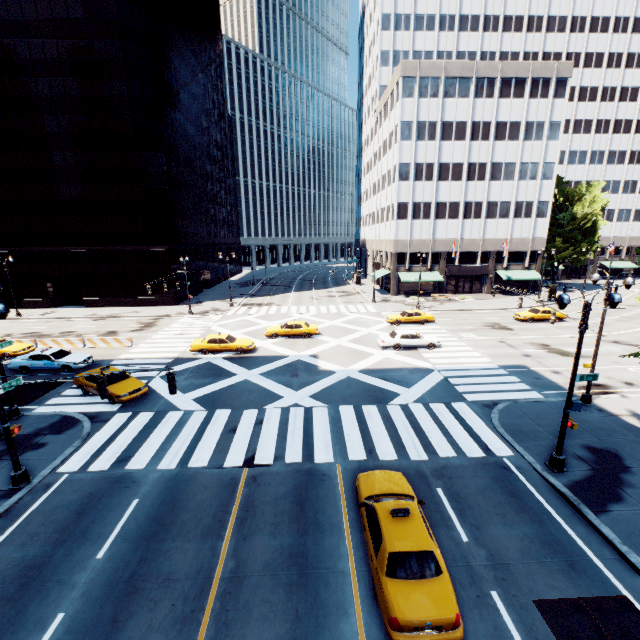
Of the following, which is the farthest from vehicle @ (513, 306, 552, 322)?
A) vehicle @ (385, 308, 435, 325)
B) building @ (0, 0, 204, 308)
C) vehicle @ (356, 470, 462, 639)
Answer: building @ (0, 0, 204, 308)

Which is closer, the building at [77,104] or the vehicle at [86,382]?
the vehicle at [86,382]

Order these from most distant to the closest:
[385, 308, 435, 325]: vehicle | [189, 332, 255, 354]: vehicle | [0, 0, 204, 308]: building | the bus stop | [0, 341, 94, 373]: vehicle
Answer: the bus stop < [0, 0, 204, 308]: building < [385, 308, 435, 325]: vehicle < [189, 332, 255, 354]: vehicle < [0, 341, 94, 373]: vehicle

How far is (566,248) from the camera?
56.50m

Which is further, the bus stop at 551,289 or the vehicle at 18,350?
the bus stop at 551,289

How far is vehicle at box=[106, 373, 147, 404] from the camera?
18.5 meters

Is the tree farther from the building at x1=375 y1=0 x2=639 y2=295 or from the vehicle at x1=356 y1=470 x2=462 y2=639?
the vehicle at x1=356 y1=470 x2=462 y2=639

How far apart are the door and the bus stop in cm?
952
